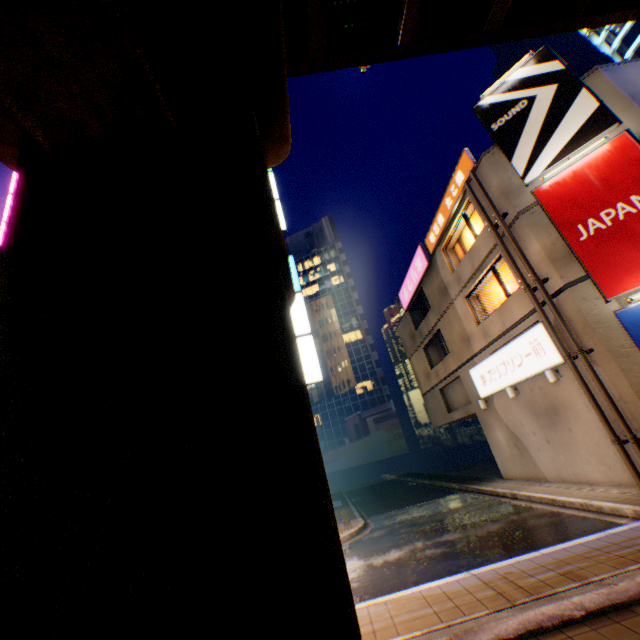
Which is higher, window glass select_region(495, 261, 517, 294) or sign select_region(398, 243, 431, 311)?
sign select_region(398, 243, 431, 311)

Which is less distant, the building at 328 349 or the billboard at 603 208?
the billboard at 603 208

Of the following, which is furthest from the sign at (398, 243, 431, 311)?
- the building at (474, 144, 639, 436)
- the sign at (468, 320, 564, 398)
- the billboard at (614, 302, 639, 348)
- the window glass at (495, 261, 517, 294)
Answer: the billboard at (614, 302, 639, 348)

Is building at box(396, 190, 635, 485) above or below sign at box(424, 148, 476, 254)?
below

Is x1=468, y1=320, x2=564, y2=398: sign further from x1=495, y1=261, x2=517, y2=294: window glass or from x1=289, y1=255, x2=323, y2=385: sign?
x1=289, y1=255, x2=323, y2=385: sign

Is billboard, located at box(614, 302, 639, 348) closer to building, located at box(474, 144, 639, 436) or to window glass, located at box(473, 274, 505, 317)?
building, located at box(474, 144, 639, 436)

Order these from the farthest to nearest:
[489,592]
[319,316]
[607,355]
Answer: [319,316], [607,355], [489,592]

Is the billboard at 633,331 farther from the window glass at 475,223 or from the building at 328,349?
the building at 328,349
